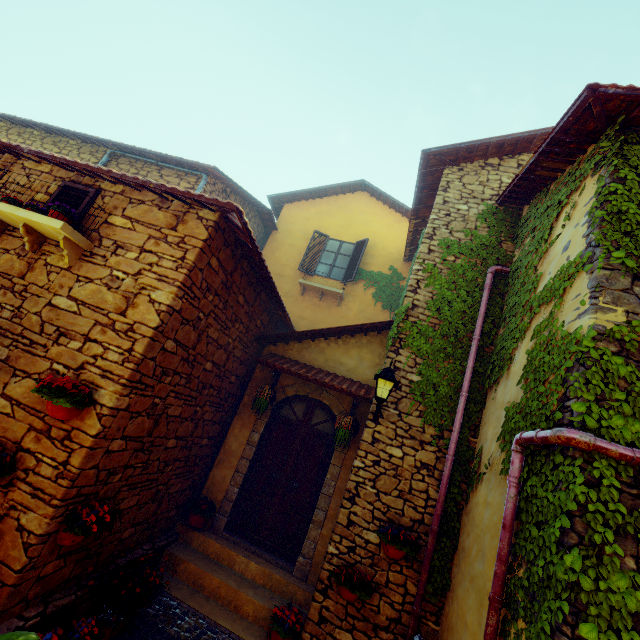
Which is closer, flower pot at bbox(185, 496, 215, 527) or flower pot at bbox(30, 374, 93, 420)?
flower pot at bbox(30, 374, 93, 420)

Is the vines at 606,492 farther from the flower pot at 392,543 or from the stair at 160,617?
the stair at 160,617

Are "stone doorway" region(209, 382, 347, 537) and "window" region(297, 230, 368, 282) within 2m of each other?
no

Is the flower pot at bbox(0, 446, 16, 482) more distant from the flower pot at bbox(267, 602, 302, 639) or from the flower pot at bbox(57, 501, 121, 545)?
the flower pot at bbox(267, 602, 302, 639)

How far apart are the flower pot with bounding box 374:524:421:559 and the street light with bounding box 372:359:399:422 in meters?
1.5

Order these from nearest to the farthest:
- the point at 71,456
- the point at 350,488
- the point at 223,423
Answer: the point at 71,456 < the point at 350,488 < the point at 223,423

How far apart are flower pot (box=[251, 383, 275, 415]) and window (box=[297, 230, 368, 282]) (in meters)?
4.99

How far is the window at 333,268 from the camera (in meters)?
10.52
